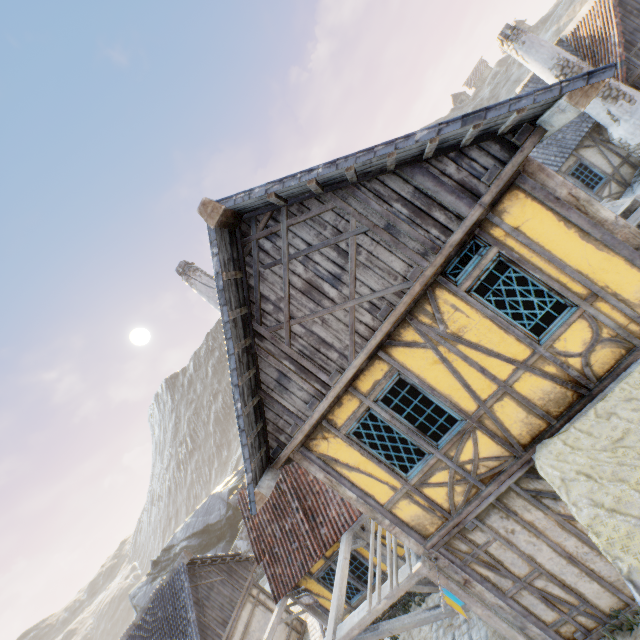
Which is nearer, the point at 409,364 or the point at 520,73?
the point at 409,364

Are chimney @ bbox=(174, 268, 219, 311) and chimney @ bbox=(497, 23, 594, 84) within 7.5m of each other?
no

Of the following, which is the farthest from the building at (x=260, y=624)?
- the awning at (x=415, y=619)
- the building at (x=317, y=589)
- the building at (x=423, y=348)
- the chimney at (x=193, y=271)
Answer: the chimney at (x=193, y=271)

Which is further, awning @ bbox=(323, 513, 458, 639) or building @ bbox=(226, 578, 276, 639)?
building @ bbox=(226, 578, 276, 639)

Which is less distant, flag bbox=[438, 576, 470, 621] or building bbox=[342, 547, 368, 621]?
flag bbox=[438, 576, 470, 621]

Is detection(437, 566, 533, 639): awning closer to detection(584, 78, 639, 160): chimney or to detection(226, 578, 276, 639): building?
detection(226, 578, 276, 639): building

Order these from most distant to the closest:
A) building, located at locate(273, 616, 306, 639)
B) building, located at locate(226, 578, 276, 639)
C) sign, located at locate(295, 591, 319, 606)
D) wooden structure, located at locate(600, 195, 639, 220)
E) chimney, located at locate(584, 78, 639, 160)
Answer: building, located at locate(273, 616, 306, 639), building, located at locate(226, 578, 276, 639), chimney, located at locate(584, 78, 639, 160), sign, located at locate(295, 591, 319, 606), wooden structure, located at locate(600, 195, 639, 220)

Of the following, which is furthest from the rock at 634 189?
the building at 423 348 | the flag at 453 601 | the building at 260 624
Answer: the building at 260 624
